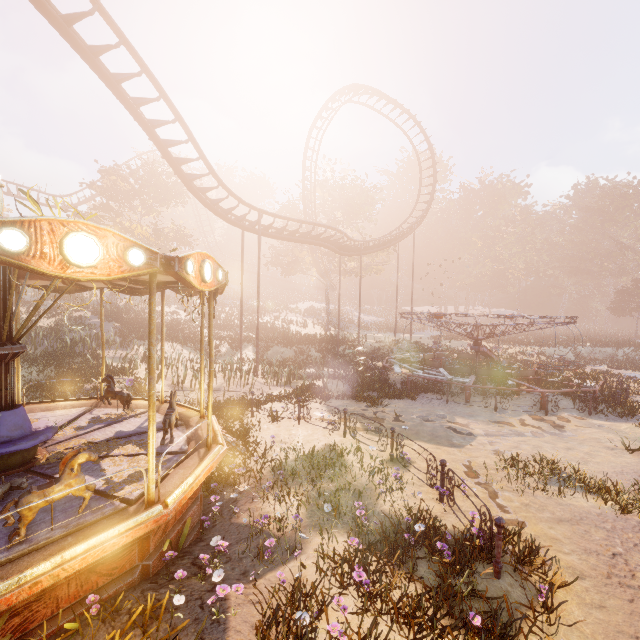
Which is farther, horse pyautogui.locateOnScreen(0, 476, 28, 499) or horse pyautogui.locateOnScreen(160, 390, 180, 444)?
horse pyautogui.locateOnScreen(160, 390, 180, 444)

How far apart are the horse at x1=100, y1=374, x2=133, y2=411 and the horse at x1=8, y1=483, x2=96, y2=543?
4.56m

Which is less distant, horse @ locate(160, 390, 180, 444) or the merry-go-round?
horse @ locate(160, 390, 180, 444)

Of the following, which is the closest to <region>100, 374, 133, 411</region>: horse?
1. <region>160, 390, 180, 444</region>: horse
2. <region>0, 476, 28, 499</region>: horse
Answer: <region>160, 390, 180, 444</region>: horse

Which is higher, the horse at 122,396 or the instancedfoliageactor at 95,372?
the horse at 122,396

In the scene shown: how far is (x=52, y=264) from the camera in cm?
338

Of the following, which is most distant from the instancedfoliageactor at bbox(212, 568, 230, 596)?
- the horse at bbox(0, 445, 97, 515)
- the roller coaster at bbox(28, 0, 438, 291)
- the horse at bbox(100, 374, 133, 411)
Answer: the roller coaster at bbox(28, 0, 438, 291)

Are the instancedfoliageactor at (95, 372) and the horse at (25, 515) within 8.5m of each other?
no
